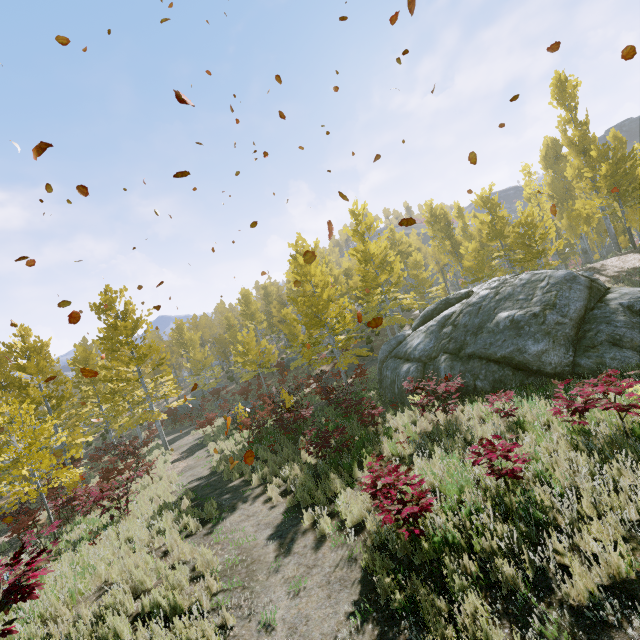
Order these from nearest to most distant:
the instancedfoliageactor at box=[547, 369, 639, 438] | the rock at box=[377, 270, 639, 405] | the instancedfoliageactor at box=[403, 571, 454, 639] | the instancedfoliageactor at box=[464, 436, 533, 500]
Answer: the instancedfoliageactor at box=[403, 571, 454, 639] < the instancedfoliageactor at box=[464, 436, 533, 500] < the instancedfoliageactor at box=[547, 369, 639, 438] < the rock at box=[377, 270, 639, 405]

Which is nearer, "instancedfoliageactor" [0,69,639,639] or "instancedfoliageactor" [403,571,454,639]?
"instancedfoliageactor" [403,571,454,639]

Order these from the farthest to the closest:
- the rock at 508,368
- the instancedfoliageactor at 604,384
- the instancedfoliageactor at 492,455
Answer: the rock at 508,368
the instancedfoliageactor at 604,384
the instancedfoliageactor at 492,455

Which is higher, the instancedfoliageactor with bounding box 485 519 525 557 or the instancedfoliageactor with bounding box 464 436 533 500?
the instancedfoliageactor with bounding box 464 436 533 500

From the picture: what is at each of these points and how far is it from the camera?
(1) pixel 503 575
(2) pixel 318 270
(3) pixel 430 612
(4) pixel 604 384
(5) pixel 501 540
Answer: (1) instancedfoliageactor, 3.9 meters
(2) instancedfoliageactor, 20.2 meters
(3) instancedfoliageactor, 3.9 meters
(4) instancedfoliageactor, 6.0 meters
(5) instancedfoliageactor, 4.5 meters

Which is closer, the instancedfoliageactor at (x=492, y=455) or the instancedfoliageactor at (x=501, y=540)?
the instancedfoliageactor at (x=501, y=540)
